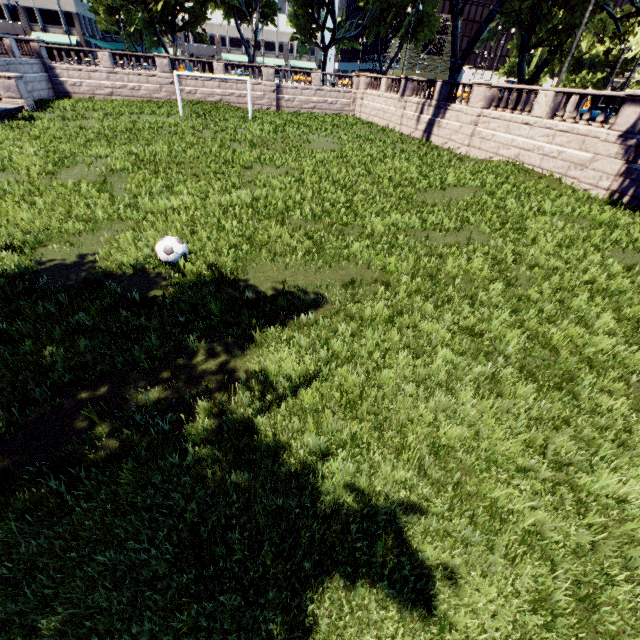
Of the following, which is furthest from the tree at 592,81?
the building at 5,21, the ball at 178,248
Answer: the ball at 178,248

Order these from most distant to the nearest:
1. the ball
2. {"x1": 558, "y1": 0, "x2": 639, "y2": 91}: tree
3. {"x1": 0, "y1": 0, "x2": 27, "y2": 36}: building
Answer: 1. {"x1": 0, "y1": 0, "x2": 27, "y2": 36}: building
2. {"x1": 558, "y1": 0, "x2": 639, "y2": 91}: tree
3. the ball

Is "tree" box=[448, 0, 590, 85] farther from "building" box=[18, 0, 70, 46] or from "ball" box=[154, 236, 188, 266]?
"ball" box=[154, 236, 188, 266]

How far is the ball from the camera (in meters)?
7.07

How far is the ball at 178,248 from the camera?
7.07m

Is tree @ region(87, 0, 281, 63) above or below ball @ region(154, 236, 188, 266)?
above

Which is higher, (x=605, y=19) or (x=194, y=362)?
(x=605, y=19)
